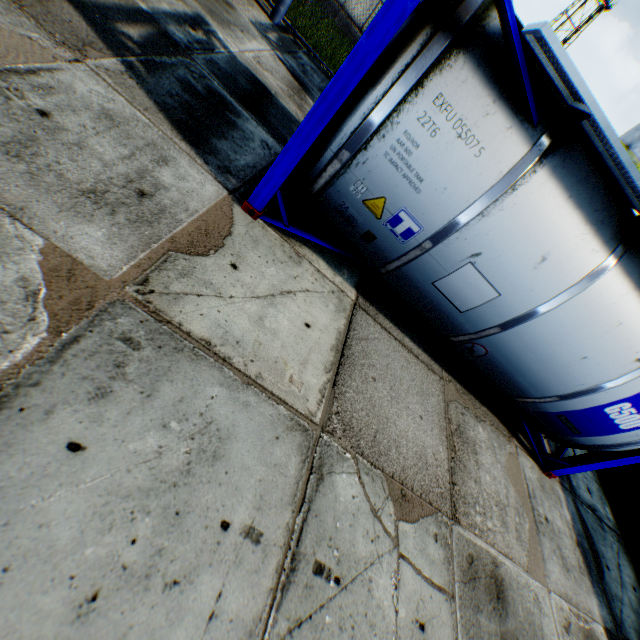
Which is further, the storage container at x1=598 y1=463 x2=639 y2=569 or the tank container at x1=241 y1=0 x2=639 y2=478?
the storage container at x1=598 y1=463 x2=639 y2=569

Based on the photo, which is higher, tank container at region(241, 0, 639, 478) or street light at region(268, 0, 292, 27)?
tank container at region(241, 0, 639, 478)

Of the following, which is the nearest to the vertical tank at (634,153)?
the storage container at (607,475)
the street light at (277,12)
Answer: the storage container at (607,475)

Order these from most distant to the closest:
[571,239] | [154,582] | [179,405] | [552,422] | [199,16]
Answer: [199,16] → [552,422] → [571,239] → [179,405] → [154,582]

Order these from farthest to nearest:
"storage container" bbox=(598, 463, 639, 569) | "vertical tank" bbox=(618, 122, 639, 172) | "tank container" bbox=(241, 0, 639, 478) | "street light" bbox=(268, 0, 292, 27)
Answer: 1. "vertical tank" bbox=(618, 122, 639, 172)
2. "street light" bbox=(268, 0, 292, 27)
3. "storage container" bbox=(598, 463, 639, 569)
4. "tank container" bbox=(241, 0, 639, 478)

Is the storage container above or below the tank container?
Result: below

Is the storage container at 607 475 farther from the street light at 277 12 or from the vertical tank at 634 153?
the vertical tank at 634 153

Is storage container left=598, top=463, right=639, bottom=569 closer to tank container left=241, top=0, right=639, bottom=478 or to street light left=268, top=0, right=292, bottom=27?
tank container left=241, top=0, right=639, bottom=478
